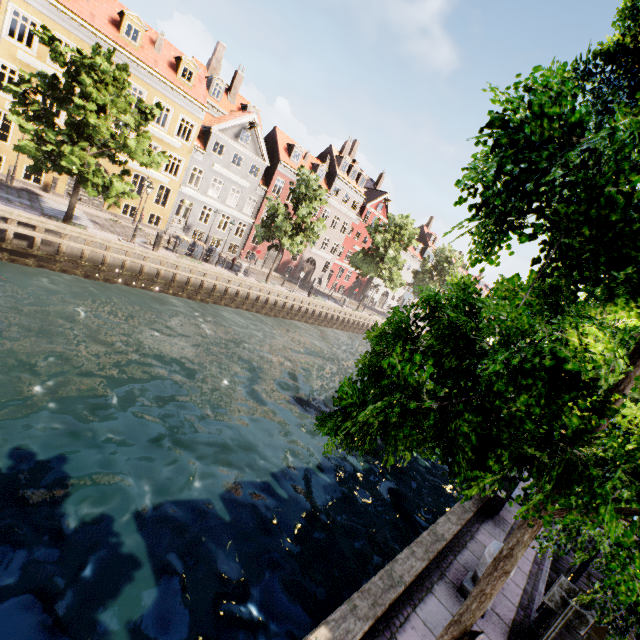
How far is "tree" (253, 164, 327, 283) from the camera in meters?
24.7

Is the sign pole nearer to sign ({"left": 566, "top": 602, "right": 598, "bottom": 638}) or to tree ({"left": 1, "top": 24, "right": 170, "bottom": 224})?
sign ({"left": 566, "top": 602, "right": 598, "bottom": 638})

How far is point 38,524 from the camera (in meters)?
6.04

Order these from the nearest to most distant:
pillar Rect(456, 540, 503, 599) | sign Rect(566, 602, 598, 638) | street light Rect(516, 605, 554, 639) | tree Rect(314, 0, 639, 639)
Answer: tree Rect(314, 0, 639, 639), sign Rect(566, 602, 598, 638), street light Rect(516, 605, 554, 639), pillar Rect(456, 540, 503, 599)

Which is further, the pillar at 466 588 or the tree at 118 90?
the tree at 118 90

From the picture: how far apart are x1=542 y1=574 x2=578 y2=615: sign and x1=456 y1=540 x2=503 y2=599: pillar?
1.1m

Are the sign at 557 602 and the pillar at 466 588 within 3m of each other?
yes

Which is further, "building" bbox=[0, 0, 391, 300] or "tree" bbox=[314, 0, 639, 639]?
"building" bbox=[0, 0, 391, 300]
